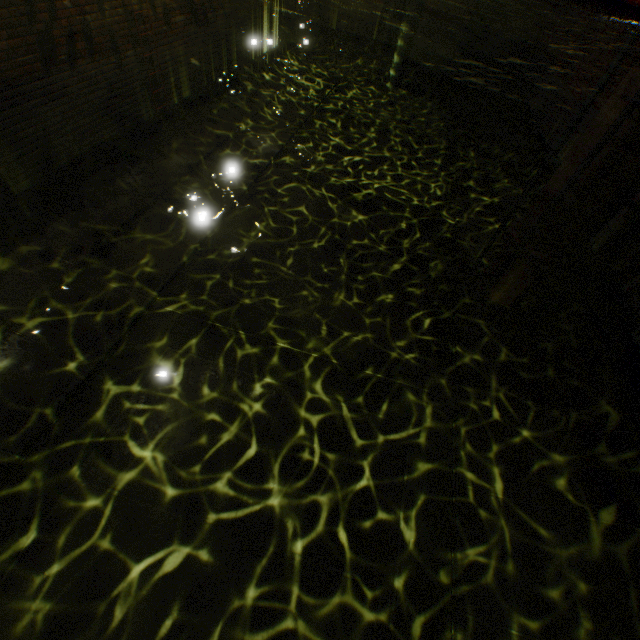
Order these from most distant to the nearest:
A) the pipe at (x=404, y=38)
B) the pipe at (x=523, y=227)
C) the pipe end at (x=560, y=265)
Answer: the pipe at (x=404, y=38), the pipe end at (x=560, y=265), the pipe at (x=523, y=227)

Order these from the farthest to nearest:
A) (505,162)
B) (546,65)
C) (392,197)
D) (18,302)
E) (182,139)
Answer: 1. (546,65)
2. (505,162)
3. (392,197)
4. (182,139)
5. (18,302)

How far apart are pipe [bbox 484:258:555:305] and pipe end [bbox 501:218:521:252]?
0.1m

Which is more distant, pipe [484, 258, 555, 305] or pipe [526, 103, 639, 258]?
pipe [484, 258, 555, 305]

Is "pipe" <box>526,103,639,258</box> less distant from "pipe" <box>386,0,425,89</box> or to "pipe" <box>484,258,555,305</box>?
"pipe" <box>484,258,555,305</box>

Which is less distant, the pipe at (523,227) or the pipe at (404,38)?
the pipe at (523,227)

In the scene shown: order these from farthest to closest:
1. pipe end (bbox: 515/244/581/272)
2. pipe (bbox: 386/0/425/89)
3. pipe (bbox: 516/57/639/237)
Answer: pipe (bbox: 386/0/425/89) < pipe end (bbox: 515/244/581/272) < pipe (bbox: 516/57/639/237)
